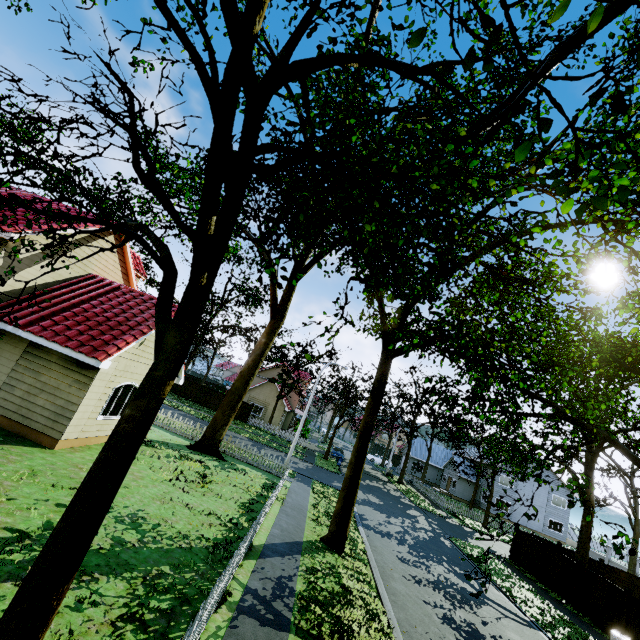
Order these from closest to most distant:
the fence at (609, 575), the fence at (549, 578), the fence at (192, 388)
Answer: the fence at (609, 575)
the fence at (549, 578)
the fence at (192, 388)

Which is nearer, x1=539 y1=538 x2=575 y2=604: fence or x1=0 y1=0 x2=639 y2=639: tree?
x1=0 y1=0 x2=639 y2=639: tree

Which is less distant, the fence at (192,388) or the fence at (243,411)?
the fence at (243,411)

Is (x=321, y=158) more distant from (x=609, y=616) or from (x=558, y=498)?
(x=558, y=498)

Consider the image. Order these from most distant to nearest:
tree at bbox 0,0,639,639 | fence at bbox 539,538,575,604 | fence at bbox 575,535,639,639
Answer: fence at bbox 539,538,575,604, fence at bbox 575,535,639,639, tree at bbox 0,0,639,639

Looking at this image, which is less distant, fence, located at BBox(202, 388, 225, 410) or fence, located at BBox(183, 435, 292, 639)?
fence, located at BBox(183, 435, 292, 639)
